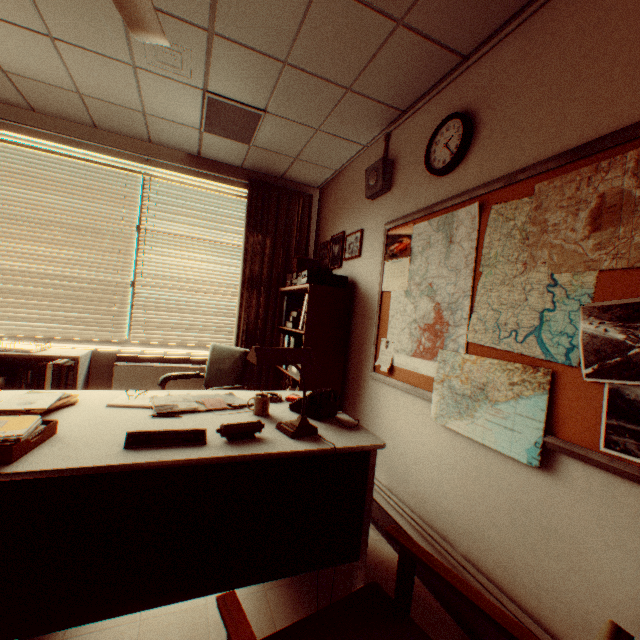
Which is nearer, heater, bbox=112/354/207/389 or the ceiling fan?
the ceiling fan

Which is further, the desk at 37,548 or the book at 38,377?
the book at 38,377

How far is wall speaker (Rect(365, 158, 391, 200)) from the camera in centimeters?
297cm

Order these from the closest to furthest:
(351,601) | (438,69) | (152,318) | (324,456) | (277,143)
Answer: (351,601), (324,456), (438,69), (277,143), (152,318)

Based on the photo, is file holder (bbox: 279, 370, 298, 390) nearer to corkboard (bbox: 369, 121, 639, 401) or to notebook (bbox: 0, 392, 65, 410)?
corkboard (bbox: 369, 121, 639, 401)

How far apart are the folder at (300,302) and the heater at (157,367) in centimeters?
92cm

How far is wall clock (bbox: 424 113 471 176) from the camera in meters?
2.1

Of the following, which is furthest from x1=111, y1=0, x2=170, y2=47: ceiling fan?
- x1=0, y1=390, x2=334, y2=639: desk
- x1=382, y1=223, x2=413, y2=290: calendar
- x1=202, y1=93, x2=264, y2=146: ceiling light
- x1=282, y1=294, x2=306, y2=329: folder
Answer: x1=282, y1=294, x2=306, y2=329: folder
